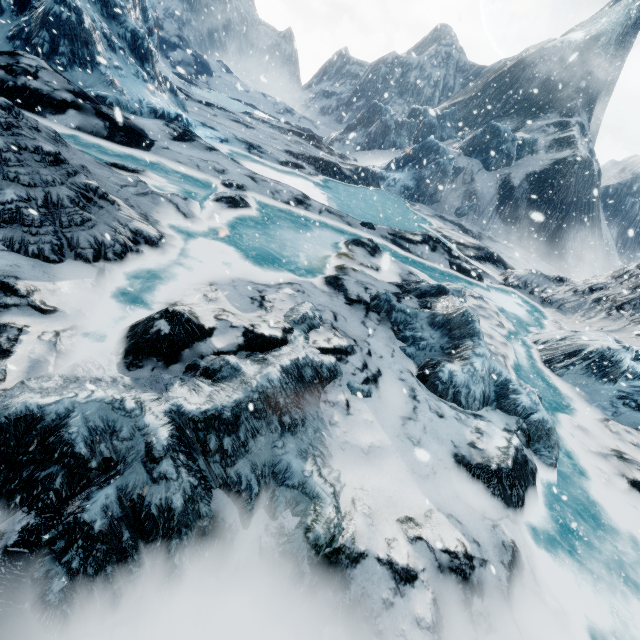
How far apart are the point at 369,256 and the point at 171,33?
67.12m
